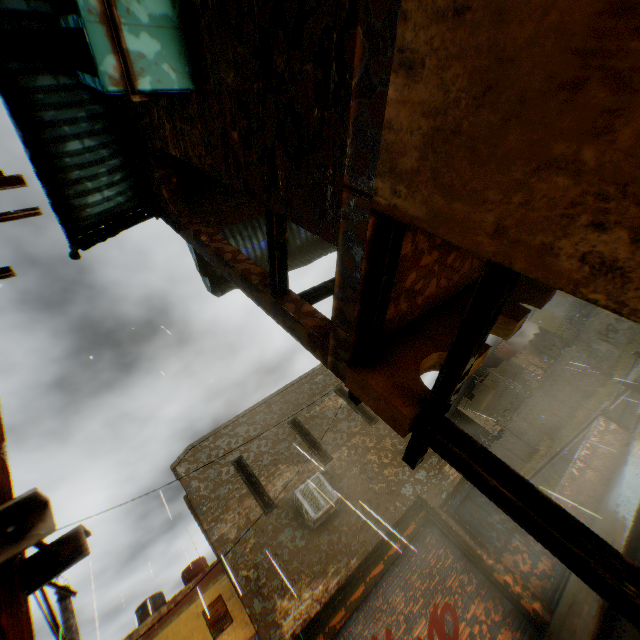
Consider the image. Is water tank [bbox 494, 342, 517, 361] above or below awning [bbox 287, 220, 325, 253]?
below

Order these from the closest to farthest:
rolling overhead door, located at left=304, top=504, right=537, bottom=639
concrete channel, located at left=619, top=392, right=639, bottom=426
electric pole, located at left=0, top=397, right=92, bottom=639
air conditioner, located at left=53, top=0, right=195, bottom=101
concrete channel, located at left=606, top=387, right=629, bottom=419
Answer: electric pole, located at left=0, top=397, right=92, bottom=639 → air conditioner, located at left=53, top=0, right=195, bottom=101 → rolling overhead door, located at left=304, top=504, right=537, bottom=639 → concrete channel, located at left=619, top=392, right=639, bottom=426 → concrete channel, located at left=606, top=387, right=629, bottom=419

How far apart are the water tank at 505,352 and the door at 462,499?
30.08m

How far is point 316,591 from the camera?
7.11m

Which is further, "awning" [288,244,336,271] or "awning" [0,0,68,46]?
"awning" [288,244,336,271]

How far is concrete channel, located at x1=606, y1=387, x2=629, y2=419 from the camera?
18.5m

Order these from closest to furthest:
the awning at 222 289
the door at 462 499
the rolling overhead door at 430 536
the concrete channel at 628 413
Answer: the awning at 222 289 → the rolling overhead door at 430 536 → the door at 462 499 → the concrete channel at 628 413

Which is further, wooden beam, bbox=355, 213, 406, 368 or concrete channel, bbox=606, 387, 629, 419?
concrete channel, bbox=606, 387, 629, 419
